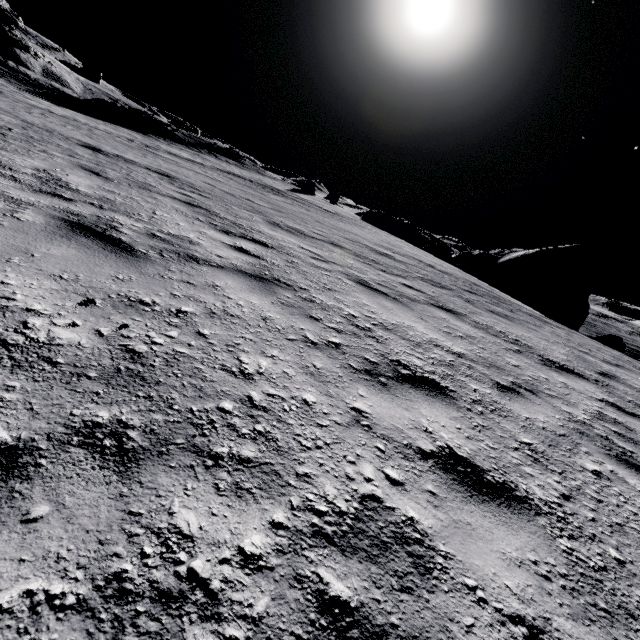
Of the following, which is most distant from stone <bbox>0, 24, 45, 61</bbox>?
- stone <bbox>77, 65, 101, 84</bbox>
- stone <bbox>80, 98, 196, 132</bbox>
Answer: stone <bbox>80, 98, 196, 132</bbox>

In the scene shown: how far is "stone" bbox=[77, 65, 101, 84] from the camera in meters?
55.7

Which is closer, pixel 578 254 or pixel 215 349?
pixel 215 349

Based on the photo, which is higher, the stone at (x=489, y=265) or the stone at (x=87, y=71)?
the stone at (x=87, y=71)

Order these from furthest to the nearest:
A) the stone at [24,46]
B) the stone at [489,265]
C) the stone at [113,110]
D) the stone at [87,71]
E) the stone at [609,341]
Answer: the stone at [87,71] → the stone at [24,46] → the stone at [113,110] → the stone at [489,265] → the stone at [609,341]

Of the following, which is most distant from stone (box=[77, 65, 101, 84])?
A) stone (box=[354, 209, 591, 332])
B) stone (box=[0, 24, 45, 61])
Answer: stone (box=[354, 209, 591, 332])

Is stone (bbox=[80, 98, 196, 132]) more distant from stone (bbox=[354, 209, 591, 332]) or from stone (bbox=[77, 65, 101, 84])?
stone (bbox=[77, 65, 101, 84])

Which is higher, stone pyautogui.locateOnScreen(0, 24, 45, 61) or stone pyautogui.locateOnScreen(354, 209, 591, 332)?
stone pyautogui.locateOnScreen(0, 24, 45, 61)
